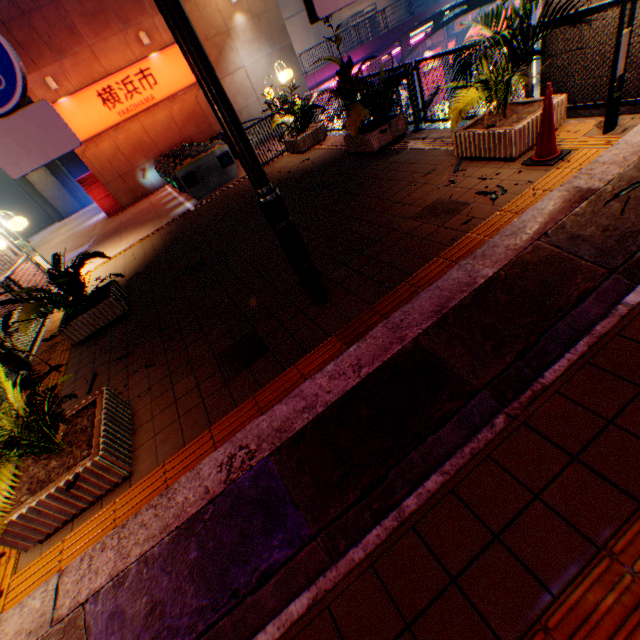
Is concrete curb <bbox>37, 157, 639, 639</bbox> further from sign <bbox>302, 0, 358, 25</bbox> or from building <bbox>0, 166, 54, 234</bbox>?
building <bbox>0, 166, 54, 234</bbox>

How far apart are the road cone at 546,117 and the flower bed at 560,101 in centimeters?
16cm

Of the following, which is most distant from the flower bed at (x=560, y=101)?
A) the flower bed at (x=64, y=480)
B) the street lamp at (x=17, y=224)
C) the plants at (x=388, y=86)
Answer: the street lamp at (x=17, y=224)

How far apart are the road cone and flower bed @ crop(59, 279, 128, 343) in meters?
6.7 m

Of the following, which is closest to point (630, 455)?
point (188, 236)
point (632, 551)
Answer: point (632, 551)

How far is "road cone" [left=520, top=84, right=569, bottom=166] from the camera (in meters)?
3.74

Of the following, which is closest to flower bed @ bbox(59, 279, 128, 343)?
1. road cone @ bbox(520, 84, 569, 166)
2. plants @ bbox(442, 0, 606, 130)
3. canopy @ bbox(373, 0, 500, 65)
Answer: plants @ bbox(442, 0, 606, 130)

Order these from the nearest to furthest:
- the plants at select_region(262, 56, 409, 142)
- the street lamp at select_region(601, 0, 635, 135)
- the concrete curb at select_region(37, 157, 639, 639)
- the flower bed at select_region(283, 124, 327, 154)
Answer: the concrete curb at select_region(37, 157, 639, 639) → the street lamp at select_region(601, 0, 635, 135) → the plants at select_region(262, 56, 409, 142) → the flower bed at select_region(283, 124, 327, 154)
